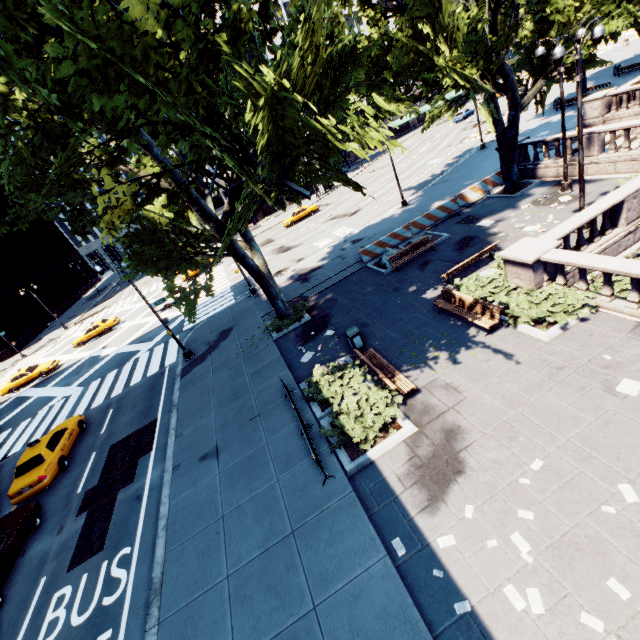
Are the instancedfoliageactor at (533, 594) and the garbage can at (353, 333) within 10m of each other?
yes

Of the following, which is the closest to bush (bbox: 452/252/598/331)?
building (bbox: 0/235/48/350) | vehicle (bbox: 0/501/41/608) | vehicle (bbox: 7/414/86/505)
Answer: vehicle (bbox: 0/501/41/608)

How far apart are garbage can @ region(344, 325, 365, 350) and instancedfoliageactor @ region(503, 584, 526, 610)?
8.8 meters

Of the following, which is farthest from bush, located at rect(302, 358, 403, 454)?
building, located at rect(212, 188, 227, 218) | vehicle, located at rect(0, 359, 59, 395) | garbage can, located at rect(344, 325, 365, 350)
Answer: building, located at rect(212, 188, 227, 218)

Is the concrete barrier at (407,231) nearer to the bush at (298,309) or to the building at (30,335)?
the bush at (298,309)

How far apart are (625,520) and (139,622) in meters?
11.3

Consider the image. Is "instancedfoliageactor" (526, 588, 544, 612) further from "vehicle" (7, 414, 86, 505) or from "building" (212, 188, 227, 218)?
"building" (212, 188, 227, 218)

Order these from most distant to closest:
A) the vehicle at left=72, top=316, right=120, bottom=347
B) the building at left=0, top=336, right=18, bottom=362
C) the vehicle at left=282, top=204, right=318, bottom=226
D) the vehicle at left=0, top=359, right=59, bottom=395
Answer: the building at left=0, top=336, right=18, bottom=362 → the vehicle at left=282, top=204, right=318, bottom=226 → the vehicle at left=72, top=316, right=120, bottom=347 → the vehicle at left=0, top=359, right=59, bottom=395
